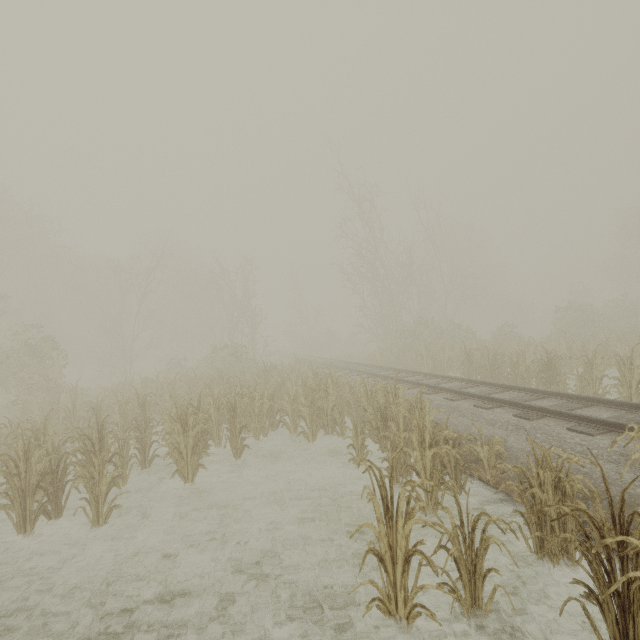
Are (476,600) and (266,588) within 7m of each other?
yes
